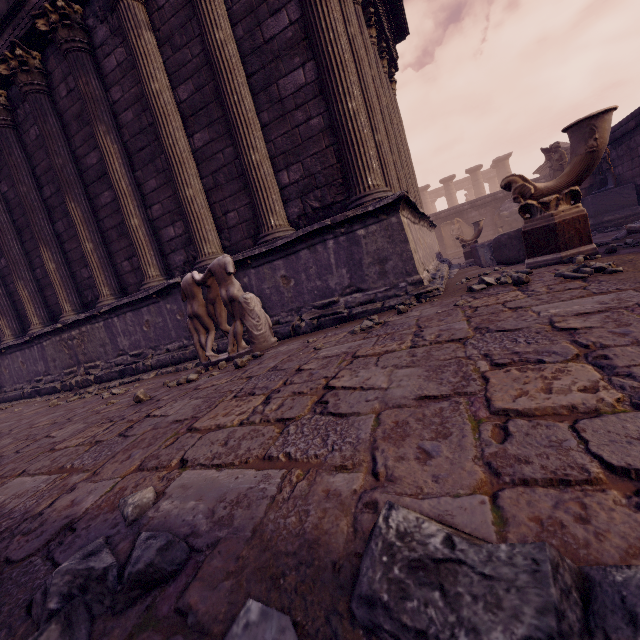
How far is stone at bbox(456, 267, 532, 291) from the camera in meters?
2.7 m

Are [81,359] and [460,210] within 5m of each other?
no

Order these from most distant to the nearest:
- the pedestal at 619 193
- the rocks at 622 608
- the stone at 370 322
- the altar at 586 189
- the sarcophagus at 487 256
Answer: the altar at 586 189 → the pedestal at 619 193 → the sarcophagus at 487 256 → the stone at 370 322 → the rocks at 622 608

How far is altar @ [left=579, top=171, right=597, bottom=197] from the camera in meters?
10.2

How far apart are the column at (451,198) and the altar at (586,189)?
17.7 meters

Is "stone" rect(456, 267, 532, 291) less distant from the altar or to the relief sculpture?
the altar

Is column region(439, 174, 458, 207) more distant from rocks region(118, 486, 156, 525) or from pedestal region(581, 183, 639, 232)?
rocks region(118, 486, 156, 525)

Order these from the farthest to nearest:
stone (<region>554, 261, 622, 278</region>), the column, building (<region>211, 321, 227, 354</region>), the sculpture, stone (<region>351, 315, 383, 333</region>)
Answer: the column, building (<region>211, 321, 227, 354</region>), the sculpture, stone (<region>351, 315, 383, 333</region>), stone (<region>554, 261, 622, 278</region>)
